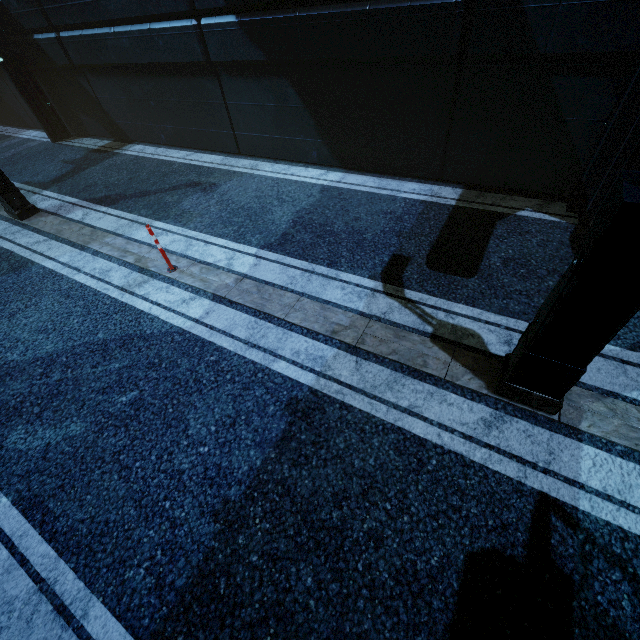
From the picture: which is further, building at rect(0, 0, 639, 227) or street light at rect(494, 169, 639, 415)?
building at rect(0, 0, 639, 227)

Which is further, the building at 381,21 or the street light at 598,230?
the building at 381,21

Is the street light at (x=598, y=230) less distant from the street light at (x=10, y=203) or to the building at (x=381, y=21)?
the building at (x=381, y=21)

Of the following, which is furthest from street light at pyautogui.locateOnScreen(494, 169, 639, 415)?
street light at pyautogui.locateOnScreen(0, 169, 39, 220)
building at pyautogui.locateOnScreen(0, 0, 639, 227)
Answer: street light at pyautogui.locateOnScreen(0, 169, 39, 220)

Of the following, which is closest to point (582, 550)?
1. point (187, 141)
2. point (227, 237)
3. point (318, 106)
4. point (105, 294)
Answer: point (227, 237)

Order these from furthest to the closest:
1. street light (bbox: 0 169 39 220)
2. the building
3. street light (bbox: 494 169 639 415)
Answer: street light (bbox: 0 169 39 220), the building, street light (bbox: 494 169 639 415)

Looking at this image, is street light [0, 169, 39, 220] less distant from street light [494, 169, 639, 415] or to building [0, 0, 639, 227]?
building [0, 0, 639, 227]
